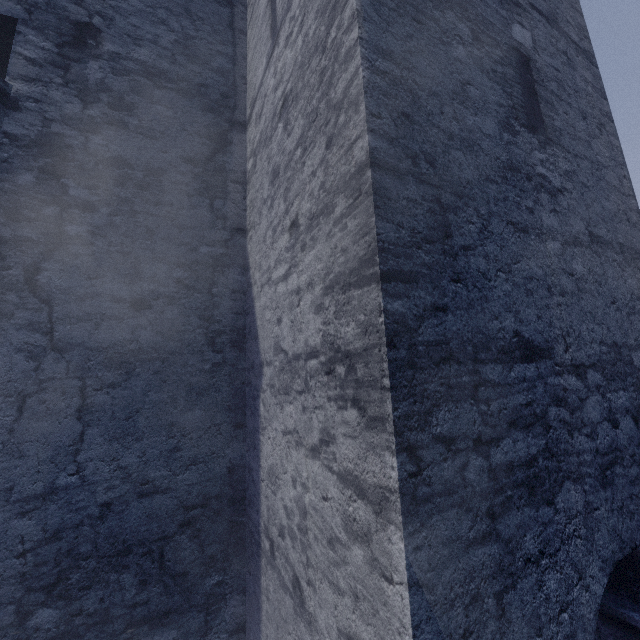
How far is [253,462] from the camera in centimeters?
315cm
